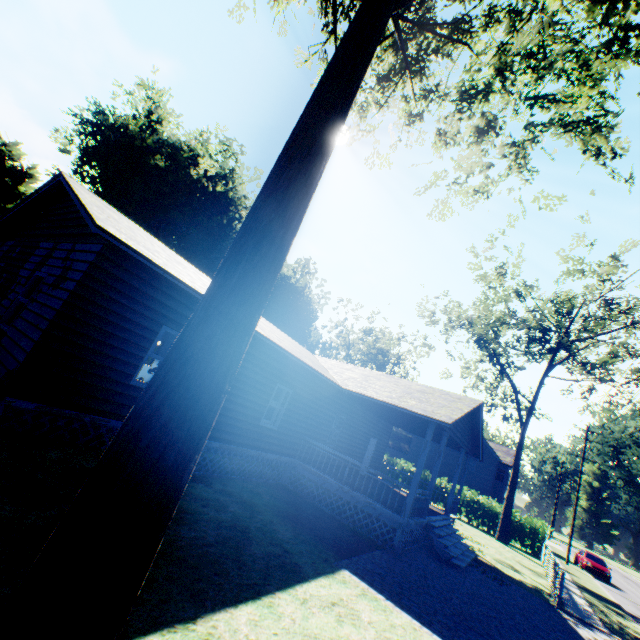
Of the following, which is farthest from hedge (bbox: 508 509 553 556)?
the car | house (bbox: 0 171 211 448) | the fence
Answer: house (bbox: 0 171 211 448)

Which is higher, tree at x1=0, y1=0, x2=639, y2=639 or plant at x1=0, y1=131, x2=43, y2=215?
plant at x1=0, y1=131, x2=43, y2=215

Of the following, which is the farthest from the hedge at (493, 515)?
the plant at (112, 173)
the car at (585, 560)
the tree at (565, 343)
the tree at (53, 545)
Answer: the tree at (53, 545)

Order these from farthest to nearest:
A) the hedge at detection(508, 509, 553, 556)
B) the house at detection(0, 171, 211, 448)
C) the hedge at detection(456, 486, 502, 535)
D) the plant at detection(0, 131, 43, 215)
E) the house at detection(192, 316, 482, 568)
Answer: the plant at detection(0, 131, 43, 215) → the hedge at detection(456, 486, 502, 535) → the hedge at detection(508, 509, 553, 556) → the house at detection(192, 316, 482, 568) → the house at detection(0, 171, 211, 448)

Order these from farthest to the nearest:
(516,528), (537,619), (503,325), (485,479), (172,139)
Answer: (485,479) → (172,139) → (503,325) → (516,528) → (537,619)

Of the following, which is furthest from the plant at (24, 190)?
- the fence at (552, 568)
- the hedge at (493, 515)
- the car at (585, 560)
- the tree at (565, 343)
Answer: the car at (585, 560)

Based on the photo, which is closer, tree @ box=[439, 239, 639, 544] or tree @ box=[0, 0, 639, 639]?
tree @ box=[0, 0, 639, 639]

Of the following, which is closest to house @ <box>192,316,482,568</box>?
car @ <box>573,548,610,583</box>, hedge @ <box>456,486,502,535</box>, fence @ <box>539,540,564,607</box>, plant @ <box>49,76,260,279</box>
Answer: fence @ <box>539,540,564,607</box>
